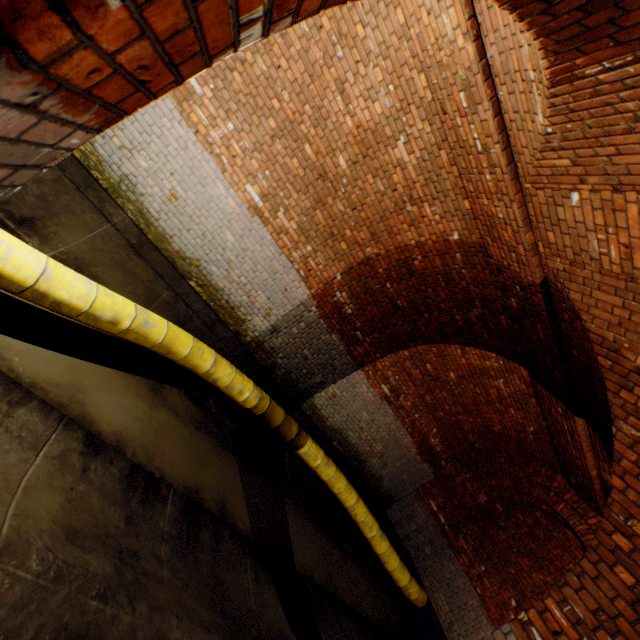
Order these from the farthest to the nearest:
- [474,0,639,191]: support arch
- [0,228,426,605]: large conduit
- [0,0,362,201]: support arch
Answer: [0,228,426,605]: large conduit → [474,0,639,191]: support arch → [0,0,362,201]: support arch

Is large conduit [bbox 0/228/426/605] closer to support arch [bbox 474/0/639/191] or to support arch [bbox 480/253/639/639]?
support arch [bbox 474/0/639/191]

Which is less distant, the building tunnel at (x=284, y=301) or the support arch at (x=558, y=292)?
the support arch at (x=558, y=292)

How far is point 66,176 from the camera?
4.49m

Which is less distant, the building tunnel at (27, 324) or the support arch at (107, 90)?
the support arch at (107, 90)

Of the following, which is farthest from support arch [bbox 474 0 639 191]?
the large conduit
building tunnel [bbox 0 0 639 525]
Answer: the large conduit

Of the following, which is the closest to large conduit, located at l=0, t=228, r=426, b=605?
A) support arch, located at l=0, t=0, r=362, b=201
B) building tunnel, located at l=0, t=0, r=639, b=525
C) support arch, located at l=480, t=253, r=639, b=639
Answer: building tunnel, located at l=0, t=0, r=639, b=525

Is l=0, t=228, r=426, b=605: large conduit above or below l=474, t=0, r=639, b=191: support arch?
below
